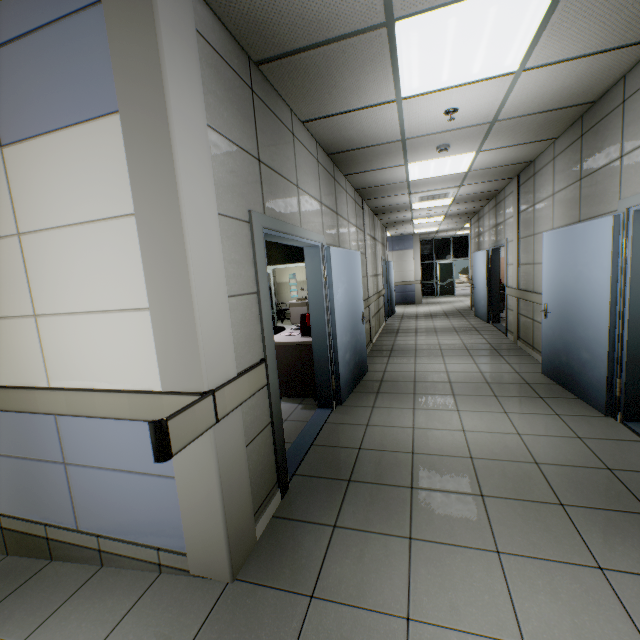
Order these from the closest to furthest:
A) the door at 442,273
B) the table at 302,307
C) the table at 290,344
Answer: the table at 290,344 < the table at 302,307 < the door at 442,273

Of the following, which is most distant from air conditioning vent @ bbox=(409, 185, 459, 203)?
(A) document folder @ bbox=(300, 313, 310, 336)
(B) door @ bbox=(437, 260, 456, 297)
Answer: (B) door @ bbox=(437, 260, 456, 297)

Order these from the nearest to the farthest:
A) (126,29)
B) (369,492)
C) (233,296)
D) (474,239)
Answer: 1. (126,29)
2. (233,296)
3. (369,492)
4. (474,239)

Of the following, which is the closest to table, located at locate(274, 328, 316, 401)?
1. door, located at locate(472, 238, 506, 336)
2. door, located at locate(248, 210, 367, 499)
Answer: door, located at locate(248, 210, 367, 499)

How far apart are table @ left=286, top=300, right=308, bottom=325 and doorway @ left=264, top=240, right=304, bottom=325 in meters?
3.4 m

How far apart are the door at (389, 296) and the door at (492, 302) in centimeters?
274cm

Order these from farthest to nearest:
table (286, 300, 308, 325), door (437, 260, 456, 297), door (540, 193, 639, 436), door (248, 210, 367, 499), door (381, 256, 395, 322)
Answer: door (437, 260, 456, 297), table (286, 300, 308, 325), door (381, 256, 395, 322), door (540, 193, 639, 436), door (248, 210, 367, 499)

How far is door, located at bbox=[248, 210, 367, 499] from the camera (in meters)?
2.37
